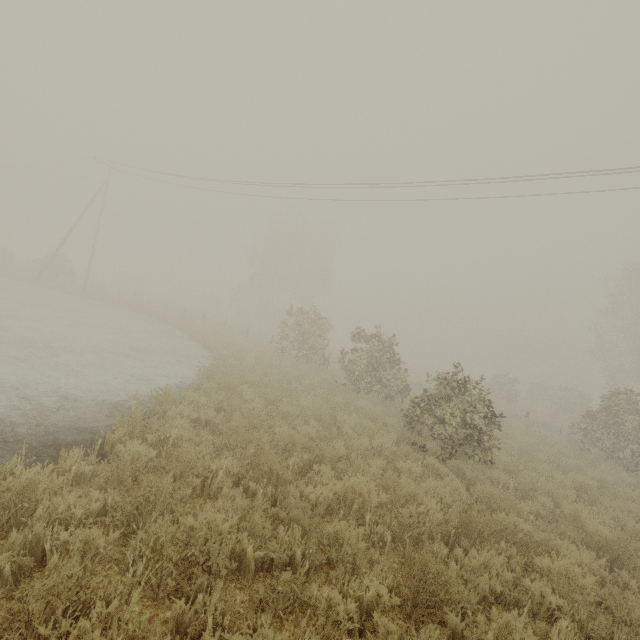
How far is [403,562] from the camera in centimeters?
450cm
